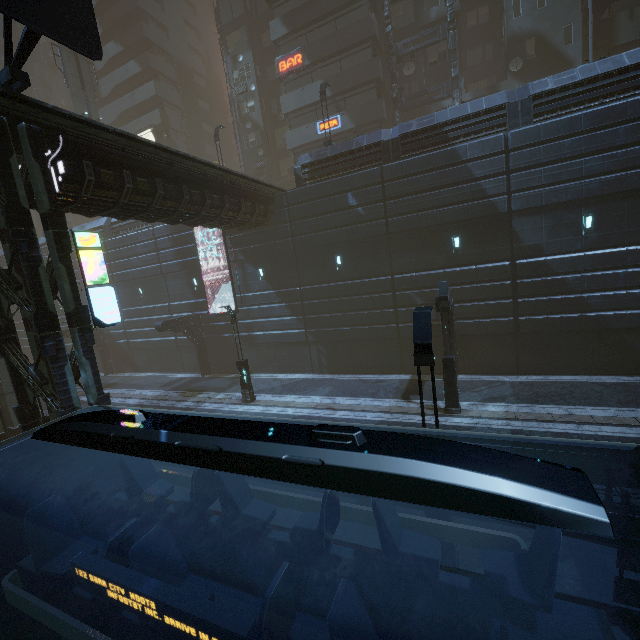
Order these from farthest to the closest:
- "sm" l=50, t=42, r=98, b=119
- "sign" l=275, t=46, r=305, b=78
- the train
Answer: "sm" l=50, t=42, r=98, b=119, "sign" l=275, t=46, r=305, b=78, the train

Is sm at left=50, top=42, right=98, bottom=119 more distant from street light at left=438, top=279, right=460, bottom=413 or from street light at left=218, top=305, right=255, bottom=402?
street light at left=438, top=279, right=460, bottom=413

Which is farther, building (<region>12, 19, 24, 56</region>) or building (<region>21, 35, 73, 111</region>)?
building (<region>21, 35, 73, 111</region>)

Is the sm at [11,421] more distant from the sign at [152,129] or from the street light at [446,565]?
the street light at [446,565]

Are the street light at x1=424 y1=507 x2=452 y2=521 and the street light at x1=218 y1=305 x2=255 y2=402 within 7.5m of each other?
no

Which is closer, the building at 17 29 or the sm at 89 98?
the sm at 89 98

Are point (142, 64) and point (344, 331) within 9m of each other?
no

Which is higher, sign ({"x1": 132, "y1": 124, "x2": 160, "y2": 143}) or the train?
sign ({"x1": 132, "y1": 124, "x2": 160, "y2": 143})
